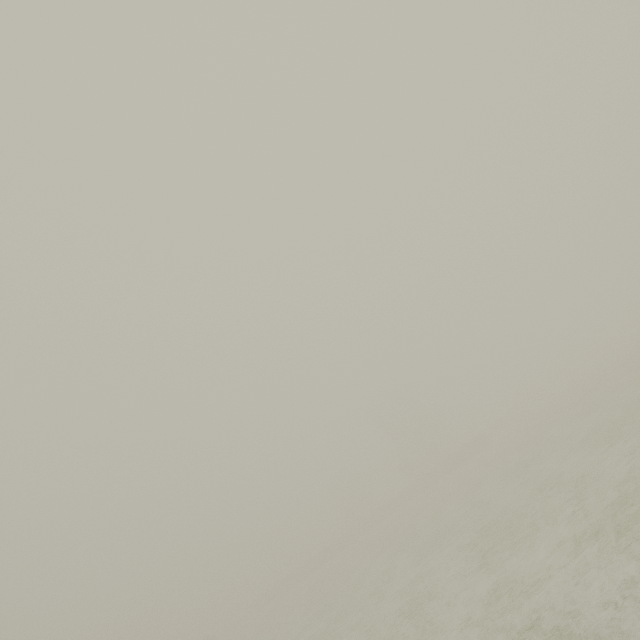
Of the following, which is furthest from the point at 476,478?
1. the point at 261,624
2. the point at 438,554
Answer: the point at 261,624
